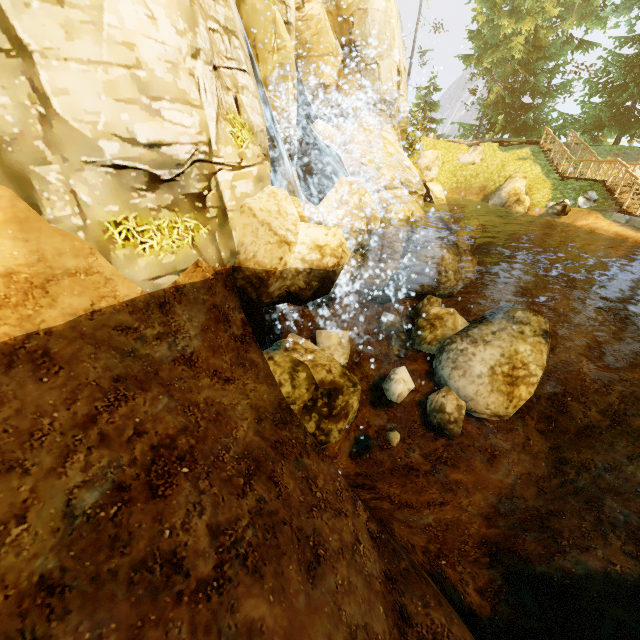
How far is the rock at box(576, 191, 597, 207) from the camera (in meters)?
16.03

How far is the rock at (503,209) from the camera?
18.6 meters

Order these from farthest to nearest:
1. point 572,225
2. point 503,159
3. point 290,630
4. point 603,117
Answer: point 503,159 → point 603,117 → point 572,225 → point 290,630

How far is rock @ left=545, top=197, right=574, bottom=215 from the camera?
16.0m

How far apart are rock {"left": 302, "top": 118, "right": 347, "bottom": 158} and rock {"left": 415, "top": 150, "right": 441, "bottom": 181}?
8.1 meters

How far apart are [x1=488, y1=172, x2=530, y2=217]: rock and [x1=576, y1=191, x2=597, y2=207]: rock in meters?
2.4 m

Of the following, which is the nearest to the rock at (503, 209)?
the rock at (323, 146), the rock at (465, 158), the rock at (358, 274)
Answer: the rock at (358, 274)

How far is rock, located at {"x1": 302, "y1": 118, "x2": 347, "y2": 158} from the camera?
15.2 meters
